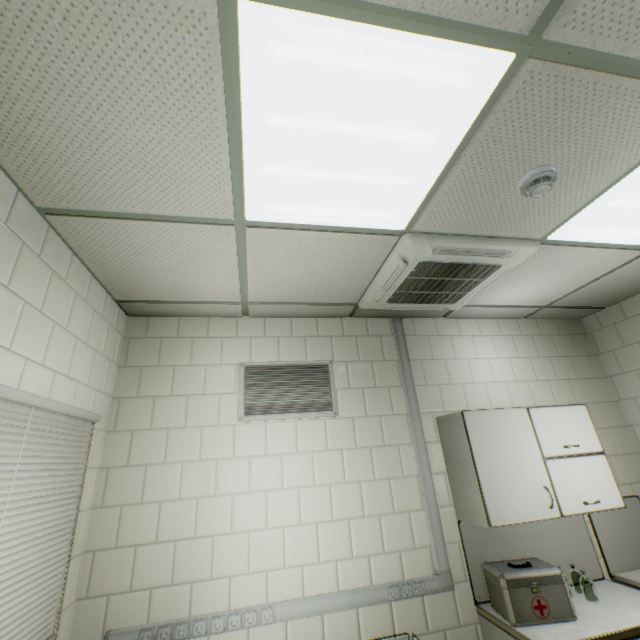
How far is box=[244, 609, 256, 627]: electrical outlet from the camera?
2.1 meters

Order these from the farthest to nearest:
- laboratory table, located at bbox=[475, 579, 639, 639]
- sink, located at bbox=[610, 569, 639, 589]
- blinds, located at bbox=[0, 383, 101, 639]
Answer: sink, located at bbox=[610, 569, 639, 589] → laboratory table, located at bbox=[475, 579, 639, 639] → blinds, located at bbox=[0, 383, 101, 639]

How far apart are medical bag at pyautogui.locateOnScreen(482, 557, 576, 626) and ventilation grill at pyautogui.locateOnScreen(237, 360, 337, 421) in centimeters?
153cm

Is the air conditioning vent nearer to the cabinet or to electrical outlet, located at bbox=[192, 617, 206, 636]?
the cabinet

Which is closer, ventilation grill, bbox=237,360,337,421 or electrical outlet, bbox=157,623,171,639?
electrical outlet, bbox=157,623,171,639

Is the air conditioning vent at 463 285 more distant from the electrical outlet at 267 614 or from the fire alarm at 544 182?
the electrical outlet at 267 614

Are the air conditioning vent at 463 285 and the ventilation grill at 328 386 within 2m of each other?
yes

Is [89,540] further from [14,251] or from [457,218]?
[457,218]
